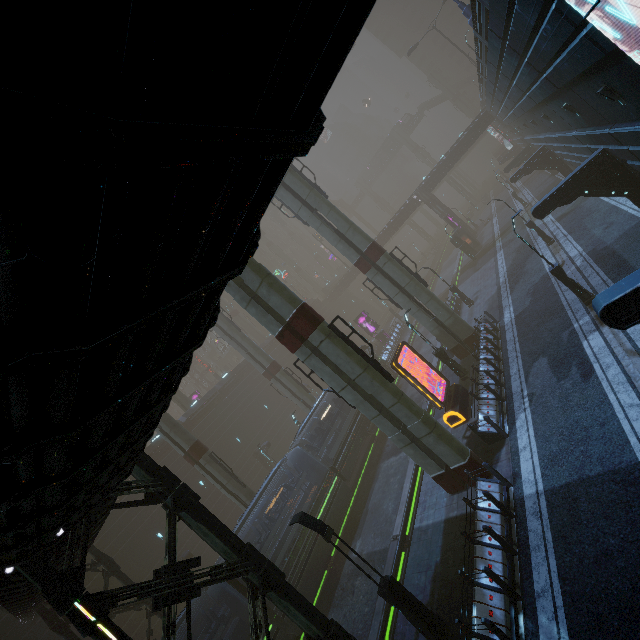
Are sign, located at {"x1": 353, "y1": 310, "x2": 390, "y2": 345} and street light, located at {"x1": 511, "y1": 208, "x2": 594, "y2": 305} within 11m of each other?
no

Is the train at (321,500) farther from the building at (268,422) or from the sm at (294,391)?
the sm at (294,391)

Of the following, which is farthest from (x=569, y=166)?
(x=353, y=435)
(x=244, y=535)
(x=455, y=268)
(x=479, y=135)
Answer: (x=244, y=535)

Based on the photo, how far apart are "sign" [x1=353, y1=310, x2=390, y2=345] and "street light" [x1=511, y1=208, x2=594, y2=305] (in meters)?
28.46

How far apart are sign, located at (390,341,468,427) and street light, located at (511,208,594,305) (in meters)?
7.47

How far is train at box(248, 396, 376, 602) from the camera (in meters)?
17.31

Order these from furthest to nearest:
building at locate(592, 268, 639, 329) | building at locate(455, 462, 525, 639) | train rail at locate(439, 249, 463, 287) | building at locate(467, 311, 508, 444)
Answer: train rail at locate(439, 249, 463, 287)
building at locate(467, 311, 508, 444)
building at locate(455, 462, 525, 639)
building at locate(592, 268, 639, 329)

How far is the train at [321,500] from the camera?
17.31m
